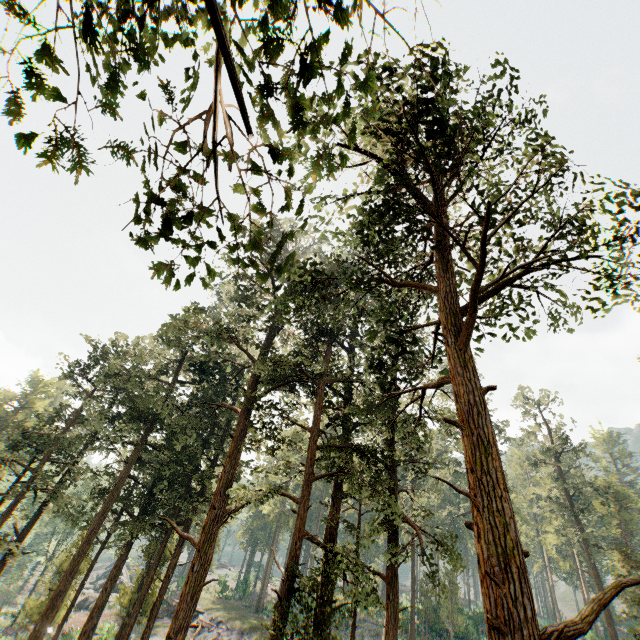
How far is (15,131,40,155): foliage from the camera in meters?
3.1

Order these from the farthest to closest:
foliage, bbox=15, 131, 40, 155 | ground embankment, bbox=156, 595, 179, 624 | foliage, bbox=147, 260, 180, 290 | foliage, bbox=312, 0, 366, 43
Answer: ground embankment, bbox=156, 595, 179, 624
foliage, bbox=147, 260, 180, 290
foliage, bbox=15, 131, 40, 155
foliage, bbox=312, 0, 366, 43

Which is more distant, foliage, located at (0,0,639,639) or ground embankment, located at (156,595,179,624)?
ground embankment, located at (156,595,179,624)

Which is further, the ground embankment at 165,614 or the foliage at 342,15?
the ground embankment at 165,614

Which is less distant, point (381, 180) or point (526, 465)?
point (381, 180)
